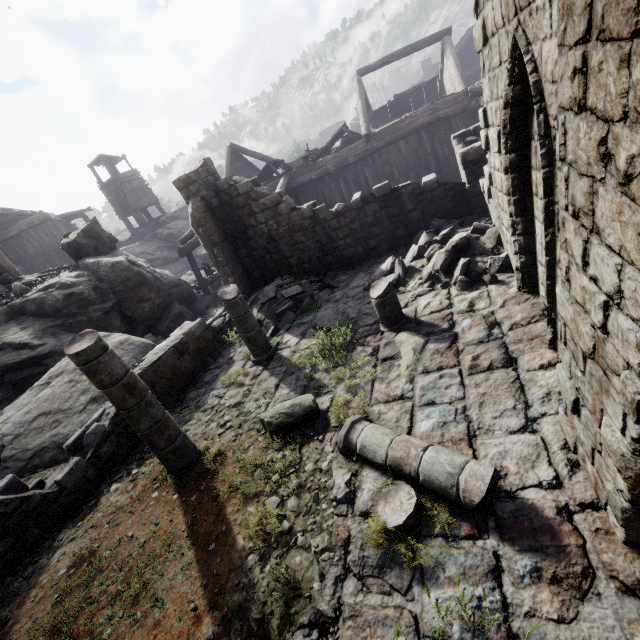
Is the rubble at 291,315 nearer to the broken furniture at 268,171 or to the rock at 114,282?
the rock at 114,282

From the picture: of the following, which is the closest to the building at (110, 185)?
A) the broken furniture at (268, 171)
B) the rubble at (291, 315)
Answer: the rubble at (291, 315)

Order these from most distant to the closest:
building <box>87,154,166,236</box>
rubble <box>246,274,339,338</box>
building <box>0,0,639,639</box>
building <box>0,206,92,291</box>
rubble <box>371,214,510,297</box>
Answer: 1. building <box>87,154,166,236</box>
2. building <box>0,206,92,291</box>
3. rubble <box>246,274,339,338</box>
4. rubble <box>371,214,510,297</box>
5. building <box>0,0,639,639</box>

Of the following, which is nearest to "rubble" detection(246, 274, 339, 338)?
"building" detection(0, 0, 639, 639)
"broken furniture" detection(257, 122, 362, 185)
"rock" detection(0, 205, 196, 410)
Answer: "building" detection(0, 0, 639, 639)

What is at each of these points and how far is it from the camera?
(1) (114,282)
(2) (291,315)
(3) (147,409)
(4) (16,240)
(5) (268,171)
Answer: (1) rock, 15.15m
(2) rubble, 10.52m
(3) building, 5.50m
(4) building, 29.80m
(5) broken furniture, 18.67m

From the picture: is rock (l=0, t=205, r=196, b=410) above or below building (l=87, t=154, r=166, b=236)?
below

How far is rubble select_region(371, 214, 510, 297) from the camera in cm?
774

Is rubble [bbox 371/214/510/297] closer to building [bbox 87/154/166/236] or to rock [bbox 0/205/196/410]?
building [bbox 87/154/166/236]
